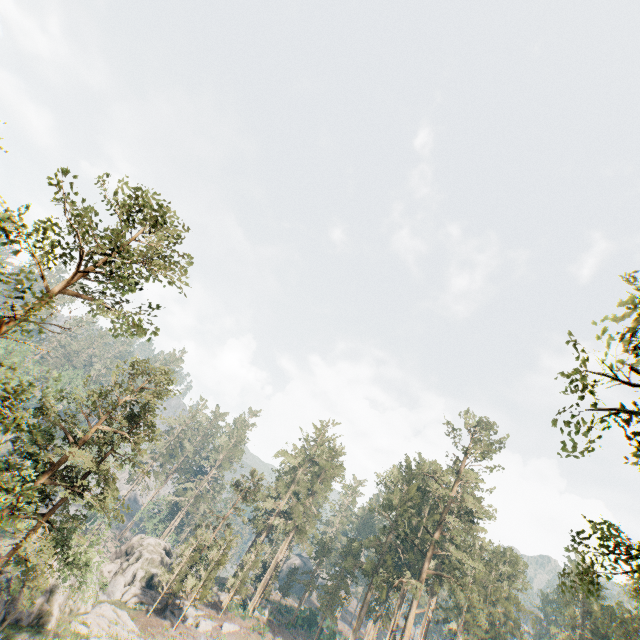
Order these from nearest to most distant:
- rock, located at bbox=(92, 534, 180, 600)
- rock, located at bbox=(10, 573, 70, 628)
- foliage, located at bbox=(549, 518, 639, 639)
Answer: foliage, located at bbox=(549, 518, 639, 639) → rock, located at bbox=(10, 573, 70, 628) → rock, located at bbox=(92, 534, 180, 600)

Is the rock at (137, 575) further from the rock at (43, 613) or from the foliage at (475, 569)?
the foliage at (475, 569)

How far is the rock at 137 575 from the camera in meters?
38.8

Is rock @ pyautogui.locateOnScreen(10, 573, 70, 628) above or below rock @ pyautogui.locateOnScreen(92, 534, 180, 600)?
below

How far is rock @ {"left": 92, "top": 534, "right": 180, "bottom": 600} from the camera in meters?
38.8

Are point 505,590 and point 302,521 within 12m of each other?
no

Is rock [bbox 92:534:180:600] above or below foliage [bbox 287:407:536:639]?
below
